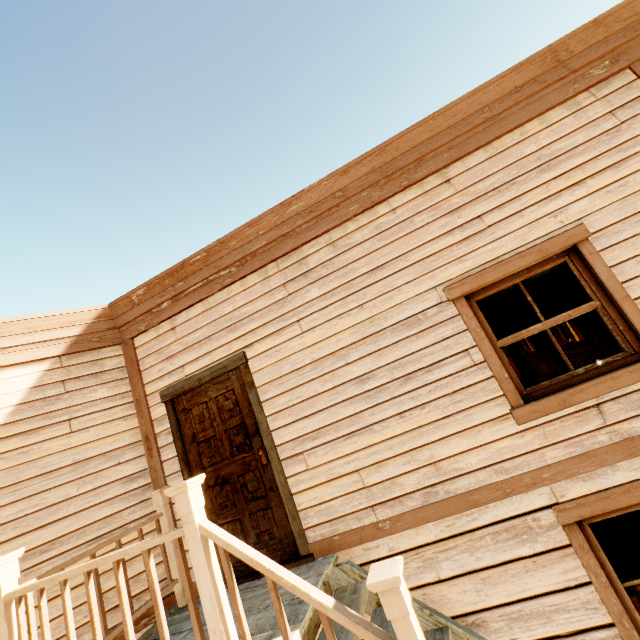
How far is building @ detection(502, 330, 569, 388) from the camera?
7.09m

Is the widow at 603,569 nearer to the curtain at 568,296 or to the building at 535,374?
the building at 535,374

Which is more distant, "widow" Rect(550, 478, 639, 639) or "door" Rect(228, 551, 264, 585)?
"door" Rect(228, 551, 264, 585)

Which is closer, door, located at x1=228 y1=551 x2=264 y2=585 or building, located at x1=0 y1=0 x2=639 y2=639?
building, located at x1=0 y1=0 x2=639 y2=639

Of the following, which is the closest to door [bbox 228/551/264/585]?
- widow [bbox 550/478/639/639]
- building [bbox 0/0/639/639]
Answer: building [bbox 0/0/639/639]

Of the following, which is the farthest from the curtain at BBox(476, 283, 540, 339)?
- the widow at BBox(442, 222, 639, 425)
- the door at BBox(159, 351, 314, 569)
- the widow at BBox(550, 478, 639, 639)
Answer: the door at BBox(159, 351, 314, 569)

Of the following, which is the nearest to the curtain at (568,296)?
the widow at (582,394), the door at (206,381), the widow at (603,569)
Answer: the widow at (582,394)

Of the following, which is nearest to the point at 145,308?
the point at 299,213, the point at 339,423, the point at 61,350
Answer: the point at 61,350
